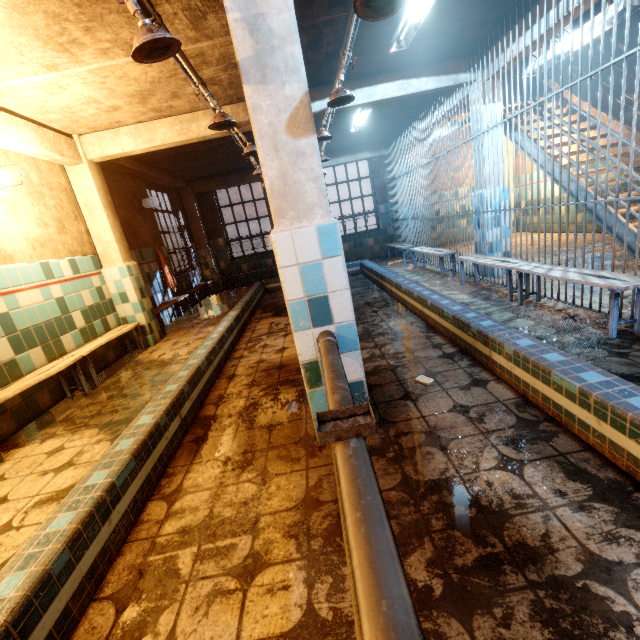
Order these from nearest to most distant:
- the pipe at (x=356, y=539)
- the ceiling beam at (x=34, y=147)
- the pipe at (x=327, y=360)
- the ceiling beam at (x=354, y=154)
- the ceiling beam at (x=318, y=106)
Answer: the pipe at (x=356, y=539) < the pipe at (x=327, y=360) < the ceiling beam at (x=34, y=147) < the ceiling beam at (x=318, y=106) < the ceiling beam at (x=354, y=154)

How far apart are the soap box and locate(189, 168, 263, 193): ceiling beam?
8.59m

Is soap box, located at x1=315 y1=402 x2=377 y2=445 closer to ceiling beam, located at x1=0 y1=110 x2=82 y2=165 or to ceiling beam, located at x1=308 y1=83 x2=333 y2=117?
ceiling beam, located at x1=0 y1=110 x2=82 y2=165

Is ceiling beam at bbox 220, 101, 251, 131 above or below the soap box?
above

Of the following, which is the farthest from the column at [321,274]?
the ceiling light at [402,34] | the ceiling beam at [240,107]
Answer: the ceiling light at [402,34]

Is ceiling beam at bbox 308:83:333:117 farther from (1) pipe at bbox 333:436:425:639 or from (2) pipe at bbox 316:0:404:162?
(1) pipe at bbox 333:436:425:639

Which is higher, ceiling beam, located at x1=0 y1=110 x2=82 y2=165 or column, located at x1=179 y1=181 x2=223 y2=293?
ceiling beam, located at x1=0 y1=110 x2=82 y2=165

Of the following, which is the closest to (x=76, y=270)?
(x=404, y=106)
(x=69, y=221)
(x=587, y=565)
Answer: (x=69, y=221)
